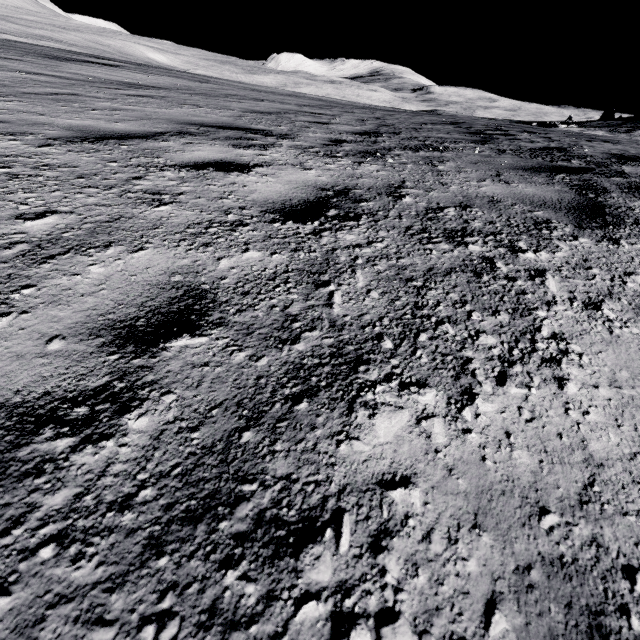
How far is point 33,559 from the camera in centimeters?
62cm
